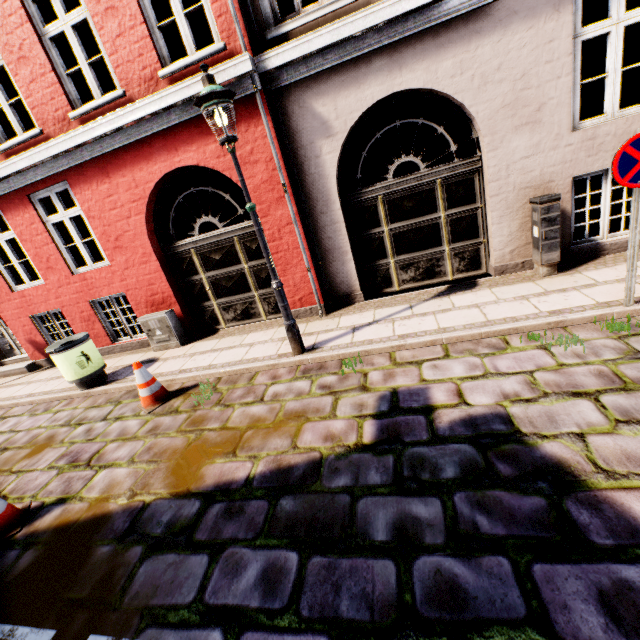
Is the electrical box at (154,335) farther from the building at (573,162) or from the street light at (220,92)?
the street light at (220,92)

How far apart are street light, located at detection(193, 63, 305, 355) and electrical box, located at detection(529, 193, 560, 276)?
4.15m

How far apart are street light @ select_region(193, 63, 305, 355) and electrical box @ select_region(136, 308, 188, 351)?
3.23m

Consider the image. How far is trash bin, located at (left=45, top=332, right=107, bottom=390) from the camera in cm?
594

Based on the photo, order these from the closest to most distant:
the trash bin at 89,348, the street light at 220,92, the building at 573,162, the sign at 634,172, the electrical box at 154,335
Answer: the sign at 634,172, the street light at 220,92, the building at 573,162, the trash bin at 89,348, the electrical box at 154,335

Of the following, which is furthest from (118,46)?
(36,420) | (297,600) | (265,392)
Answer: (297,600)

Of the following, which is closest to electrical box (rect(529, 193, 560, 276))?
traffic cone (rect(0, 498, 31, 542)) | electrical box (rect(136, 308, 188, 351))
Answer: electrical box (rect(136, 308, 188, 351))

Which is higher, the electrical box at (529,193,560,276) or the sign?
the sign
